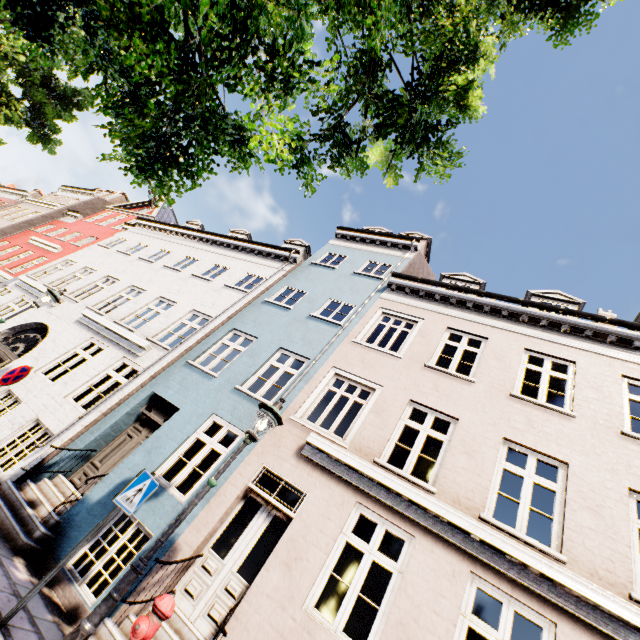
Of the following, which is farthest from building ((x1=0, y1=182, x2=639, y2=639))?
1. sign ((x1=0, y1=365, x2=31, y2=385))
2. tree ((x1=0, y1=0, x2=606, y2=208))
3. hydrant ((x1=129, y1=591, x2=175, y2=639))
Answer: tree ((x1=0, y1=0, x2=606, y2=208))

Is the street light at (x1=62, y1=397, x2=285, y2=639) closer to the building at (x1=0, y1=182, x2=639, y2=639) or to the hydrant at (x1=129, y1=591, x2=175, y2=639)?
the hydrant at (x1=129, y1=591, x2=175, y2=639)

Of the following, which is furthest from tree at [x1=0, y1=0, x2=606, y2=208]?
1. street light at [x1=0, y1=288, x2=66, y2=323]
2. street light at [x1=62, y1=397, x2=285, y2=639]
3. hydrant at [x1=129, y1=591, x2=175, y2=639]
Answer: street light at [x1=0, y1=288, x2=66, y2=323]

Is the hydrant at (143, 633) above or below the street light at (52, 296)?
below

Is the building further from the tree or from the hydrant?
the tree

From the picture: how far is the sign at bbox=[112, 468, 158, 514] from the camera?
4.38m

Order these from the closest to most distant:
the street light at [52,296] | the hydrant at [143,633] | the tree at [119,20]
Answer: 1. the tree at [119,20]
2. the hydrant at [143,633]
3. the street light at [52,296]

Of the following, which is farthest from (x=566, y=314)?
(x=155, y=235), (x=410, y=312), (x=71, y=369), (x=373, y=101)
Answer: (x=71, y=369)
